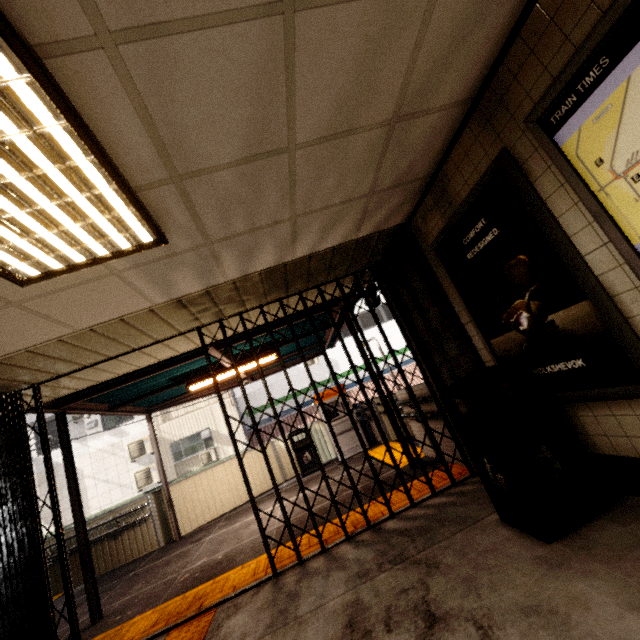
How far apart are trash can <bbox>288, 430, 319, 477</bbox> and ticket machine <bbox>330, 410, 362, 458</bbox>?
0.5 meters

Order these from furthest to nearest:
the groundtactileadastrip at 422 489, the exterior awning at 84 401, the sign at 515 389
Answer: the exterior awning at 84 401, the groundtactileadastrip at 422 489, the sign at 515 389

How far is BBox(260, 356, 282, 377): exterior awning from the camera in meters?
8.7 m

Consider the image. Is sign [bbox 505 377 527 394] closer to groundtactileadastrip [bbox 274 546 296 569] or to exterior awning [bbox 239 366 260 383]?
groundtactileadastrip [bbox 274 546 296 569]

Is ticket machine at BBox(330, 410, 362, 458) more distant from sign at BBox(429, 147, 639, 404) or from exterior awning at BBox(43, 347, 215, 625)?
sign at BBox(429, 147, 639, 404)

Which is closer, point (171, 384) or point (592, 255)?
point (592, 255)

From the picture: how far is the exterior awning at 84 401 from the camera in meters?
4.6 m

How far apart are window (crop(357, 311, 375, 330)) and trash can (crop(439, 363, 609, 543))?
16.17m
